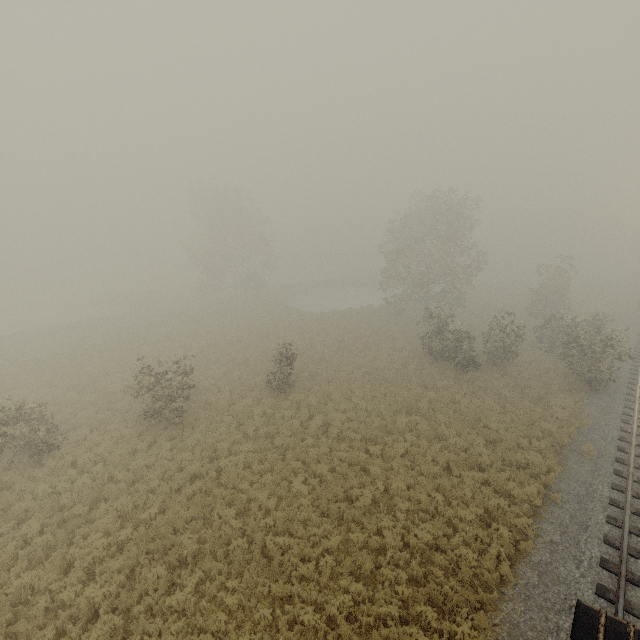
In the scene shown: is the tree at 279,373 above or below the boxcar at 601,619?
below

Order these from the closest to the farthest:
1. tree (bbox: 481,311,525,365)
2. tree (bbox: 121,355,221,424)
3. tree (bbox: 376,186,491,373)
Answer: tree (bbox: 121,355,221,424), tree (bbox: 481,311,525,365), tree (bbox: 376,186,491,373)

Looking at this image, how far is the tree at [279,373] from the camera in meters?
19.7

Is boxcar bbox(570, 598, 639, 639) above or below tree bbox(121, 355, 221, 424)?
above

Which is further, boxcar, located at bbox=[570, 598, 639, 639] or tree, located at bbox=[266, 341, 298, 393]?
tree, located at bbox=[266, 341, 298, 393]

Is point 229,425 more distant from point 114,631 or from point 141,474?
point 114,631

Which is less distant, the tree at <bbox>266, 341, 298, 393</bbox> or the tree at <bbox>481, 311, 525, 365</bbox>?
the tree at <bbox>266, 341, 298, 393</bbox>

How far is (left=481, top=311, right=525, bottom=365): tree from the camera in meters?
22.5
